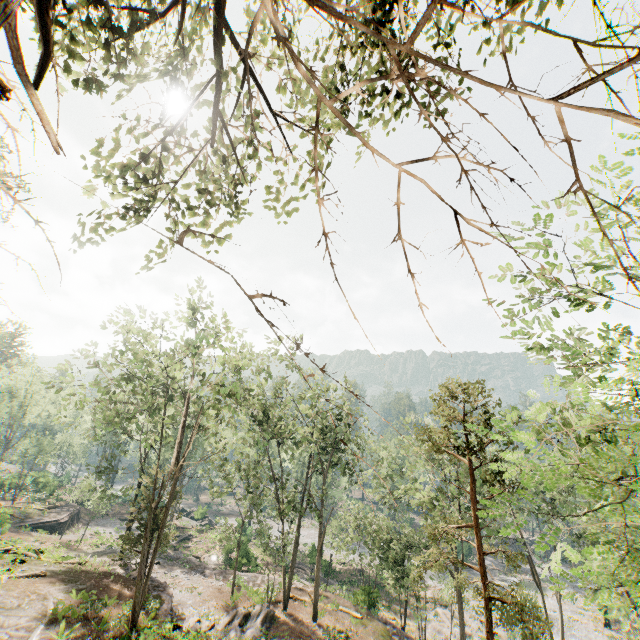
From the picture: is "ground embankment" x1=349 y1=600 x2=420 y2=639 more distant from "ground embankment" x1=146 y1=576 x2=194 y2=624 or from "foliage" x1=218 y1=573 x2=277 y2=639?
"ground embankment" x1=146 y1=576 x2=194 y2=624

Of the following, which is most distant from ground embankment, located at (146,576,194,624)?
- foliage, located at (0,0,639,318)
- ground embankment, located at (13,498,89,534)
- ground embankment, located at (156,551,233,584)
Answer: ground embankment, located at (13,498,89,534)

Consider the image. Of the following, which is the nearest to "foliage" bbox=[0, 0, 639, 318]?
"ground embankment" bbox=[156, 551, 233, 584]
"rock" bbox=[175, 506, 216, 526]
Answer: "rock" bbox=[175, 506, 216, 526]

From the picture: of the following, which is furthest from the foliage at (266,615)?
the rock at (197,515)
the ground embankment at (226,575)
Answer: the ground embankment at (226,575)

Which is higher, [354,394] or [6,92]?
[6,92]

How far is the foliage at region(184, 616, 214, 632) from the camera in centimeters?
2019cm

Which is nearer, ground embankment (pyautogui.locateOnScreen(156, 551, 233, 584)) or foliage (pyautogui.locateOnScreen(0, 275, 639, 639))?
foliage (pyautogui.locateOnScreen(0, 275, 639, 639))

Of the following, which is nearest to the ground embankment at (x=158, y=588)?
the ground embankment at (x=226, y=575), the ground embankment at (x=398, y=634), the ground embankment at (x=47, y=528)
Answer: the ground embankment at (x=226, y=575)
